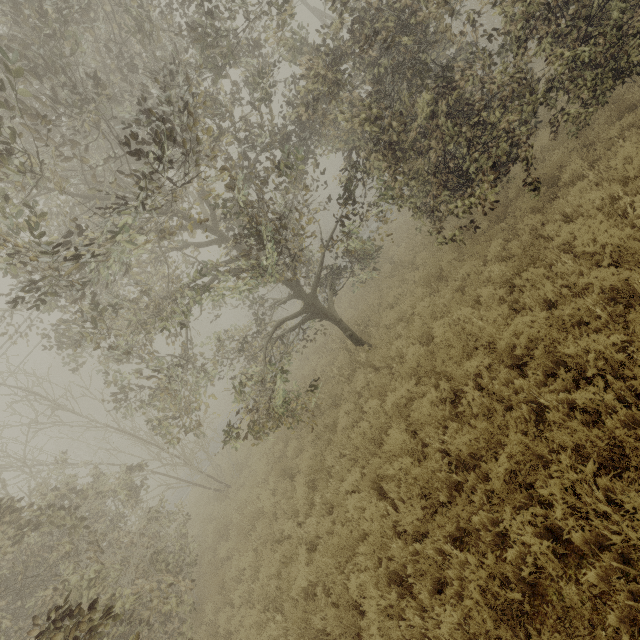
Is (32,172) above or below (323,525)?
above
